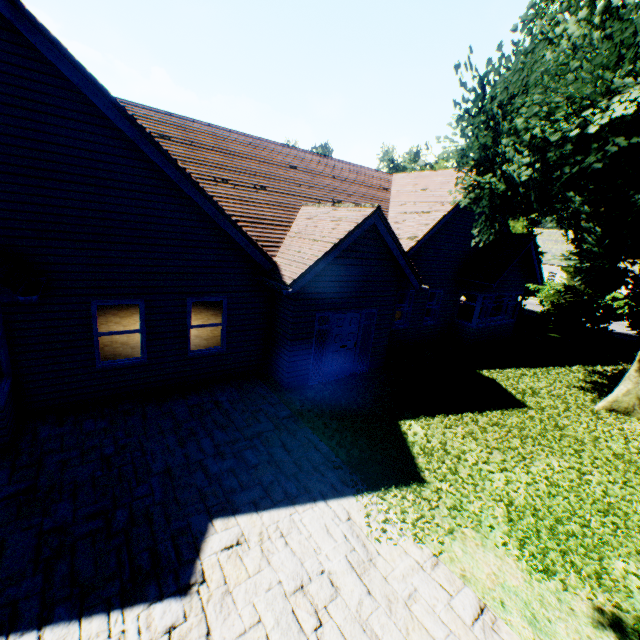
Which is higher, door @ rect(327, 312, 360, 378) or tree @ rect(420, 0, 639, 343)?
tree @ rect(420, 0, 639, 343)

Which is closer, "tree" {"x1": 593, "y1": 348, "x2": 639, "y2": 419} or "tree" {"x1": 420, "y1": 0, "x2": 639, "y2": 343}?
"tree" {"x1": 420, "y1": 0, "x2": 639, "y2": 343}

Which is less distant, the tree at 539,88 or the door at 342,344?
the tree at 539,88

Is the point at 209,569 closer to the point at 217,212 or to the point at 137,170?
the point at 217,212

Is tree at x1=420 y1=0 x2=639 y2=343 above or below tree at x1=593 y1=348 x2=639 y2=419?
above

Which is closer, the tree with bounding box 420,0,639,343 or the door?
the tree with bounding box 420,0,639,343

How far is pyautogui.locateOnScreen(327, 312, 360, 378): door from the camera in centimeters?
998cm

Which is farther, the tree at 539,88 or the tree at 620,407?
the tree at 620,407
